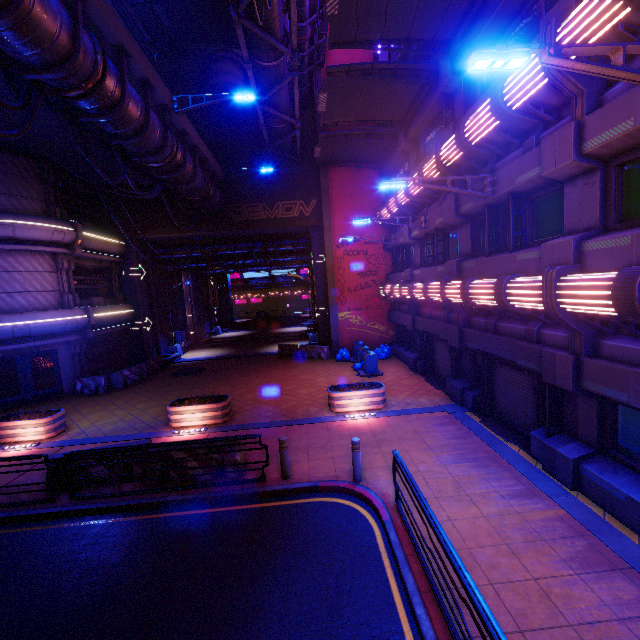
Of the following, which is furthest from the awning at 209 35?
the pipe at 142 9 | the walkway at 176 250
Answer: the walkway at 176 250

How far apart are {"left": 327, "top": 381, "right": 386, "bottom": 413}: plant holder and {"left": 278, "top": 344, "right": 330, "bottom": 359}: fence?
8.17m

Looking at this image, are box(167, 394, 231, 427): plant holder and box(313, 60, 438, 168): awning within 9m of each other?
no

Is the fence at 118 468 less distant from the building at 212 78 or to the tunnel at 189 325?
the building at 212 78

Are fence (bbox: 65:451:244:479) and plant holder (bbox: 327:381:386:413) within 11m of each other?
yes

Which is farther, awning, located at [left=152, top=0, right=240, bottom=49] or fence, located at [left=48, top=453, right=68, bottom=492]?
awning, located at [left=152, top=0, right=240, bottom=49]

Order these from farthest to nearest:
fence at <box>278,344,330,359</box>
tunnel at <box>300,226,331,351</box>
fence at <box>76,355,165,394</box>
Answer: tunnel at <box>300,226,331,351</box>, fence at <box>278,344,330,359</box>, fence at <box>76,355,165,394</box>

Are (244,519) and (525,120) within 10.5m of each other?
no
